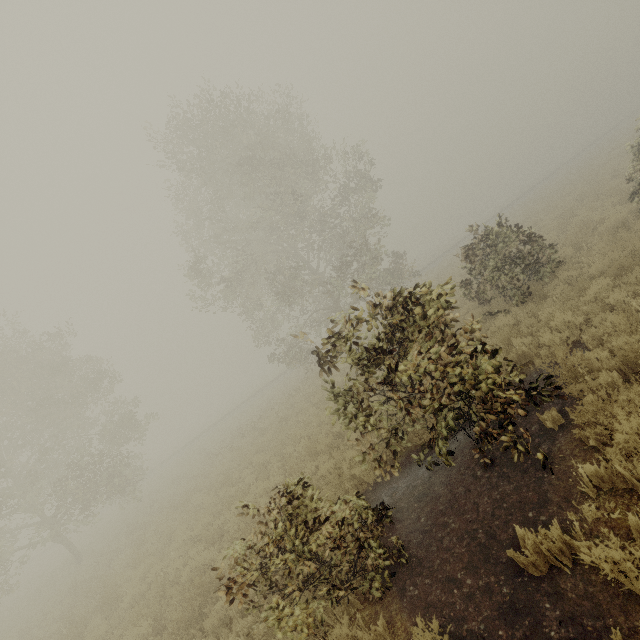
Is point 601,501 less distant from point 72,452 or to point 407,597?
point 407,597

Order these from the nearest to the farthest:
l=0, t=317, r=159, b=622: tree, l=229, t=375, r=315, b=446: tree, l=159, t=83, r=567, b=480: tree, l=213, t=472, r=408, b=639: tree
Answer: l=213, t=472, r=408, b=639: tree, l=159, t=83, r=567, b=480: tree, l=0, t=317, r=159, b=622: tree, l=229, t=375, r=315, b=446: tree

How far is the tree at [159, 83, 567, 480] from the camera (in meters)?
4.82

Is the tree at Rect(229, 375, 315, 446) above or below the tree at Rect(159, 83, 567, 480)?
below

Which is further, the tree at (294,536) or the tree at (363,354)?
the tree at (363,354)

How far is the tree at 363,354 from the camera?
4.82m

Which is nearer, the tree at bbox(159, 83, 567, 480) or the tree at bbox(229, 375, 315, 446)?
the tree at bbox(159, 83, 567, 480)
